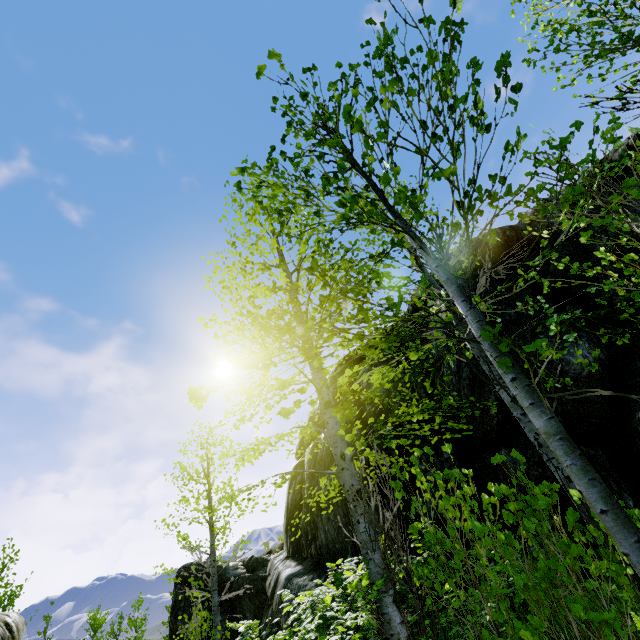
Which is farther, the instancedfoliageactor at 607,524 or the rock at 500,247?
the rock at 500,247

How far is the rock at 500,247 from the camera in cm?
746

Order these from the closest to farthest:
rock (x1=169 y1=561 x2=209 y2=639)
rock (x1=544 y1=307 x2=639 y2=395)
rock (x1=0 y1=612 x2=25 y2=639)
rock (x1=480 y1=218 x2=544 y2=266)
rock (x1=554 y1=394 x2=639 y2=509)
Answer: rock (x1=554 y1=394 x2=639 y2=509)
rock (x1=544 y1=307 x2=639 y2=395)
rock (x1=480 y1=218 x2=544 y2=266)
rock (x1=0 y1=612 x2=25 y2=639)
rock (x1=169 y1=561 x2=209 y2=639)

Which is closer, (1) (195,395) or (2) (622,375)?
(1) (195,395)

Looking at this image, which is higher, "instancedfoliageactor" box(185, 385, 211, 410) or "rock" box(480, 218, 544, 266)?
"rock" box(480, 218, 544, 266)

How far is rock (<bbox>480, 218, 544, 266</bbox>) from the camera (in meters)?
7.46
